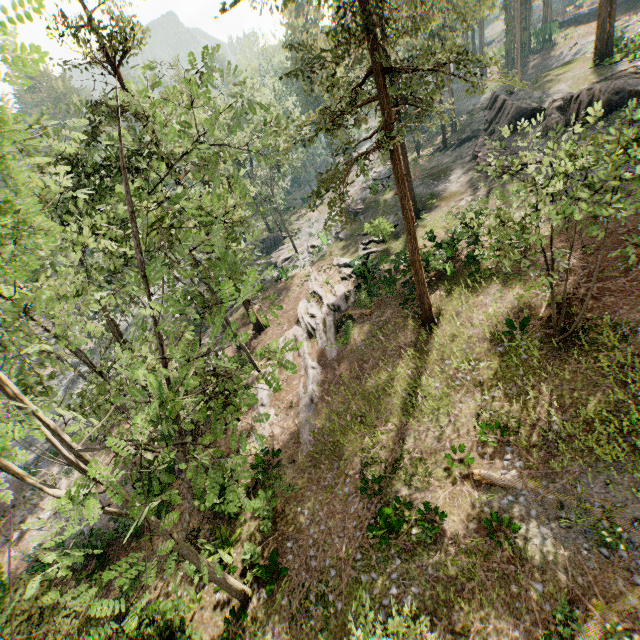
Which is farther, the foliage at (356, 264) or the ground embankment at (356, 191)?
the ground embankment at (356, 191)

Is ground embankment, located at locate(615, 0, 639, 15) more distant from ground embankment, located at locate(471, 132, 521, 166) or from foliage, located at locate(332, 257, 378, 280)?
ground embankment, located at locate(471, 132, 521, 166)

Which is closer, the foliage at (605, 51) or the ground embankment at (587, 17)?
the foliage at (605, 51)

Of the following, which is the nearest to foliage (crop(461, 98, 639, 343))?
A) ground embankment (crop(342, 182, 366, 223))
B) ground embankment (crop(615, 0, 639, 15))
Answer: ground embankment (crop(342, 182, 366, 223))

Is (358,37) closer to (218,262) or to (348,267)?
(218,262)

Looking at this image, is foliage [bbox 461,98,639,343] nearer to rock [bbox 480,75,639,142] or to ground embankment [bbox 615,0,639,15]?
rock [bbox 480,75,639,142]

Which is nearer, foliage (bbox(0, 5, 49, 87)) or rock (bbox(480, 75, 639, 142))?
foliage (bbox(0, 5, 49, 87))

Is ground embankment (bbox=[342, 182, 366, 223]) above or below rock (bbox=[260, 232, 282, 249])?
above
